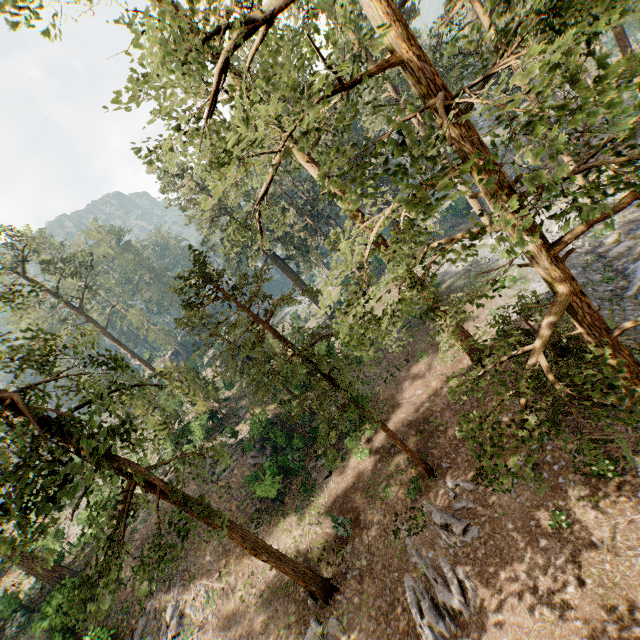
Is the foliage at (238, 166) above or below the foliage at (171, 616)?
above

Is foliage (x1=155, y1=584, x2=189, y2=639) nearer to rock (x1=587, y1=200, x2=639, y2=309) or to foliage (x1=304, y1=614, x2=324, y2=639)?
foliage (x1=304, y1=614, x2=324, y2=639)

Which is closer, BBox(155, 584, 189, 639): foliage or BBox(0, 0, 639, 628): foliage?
BBox(0, 0, 639, 628): foliage

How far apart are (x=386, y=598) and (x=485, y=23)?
38.4 meters

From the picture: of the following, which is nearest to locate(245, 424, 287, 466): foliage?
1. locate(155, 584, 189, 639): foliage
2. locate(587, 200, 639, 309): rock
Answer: locate(587, 200, 639, 309): rock

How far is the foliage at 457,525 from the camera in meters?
13.0

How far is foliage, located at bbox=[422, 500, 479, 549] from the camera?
12.96m
